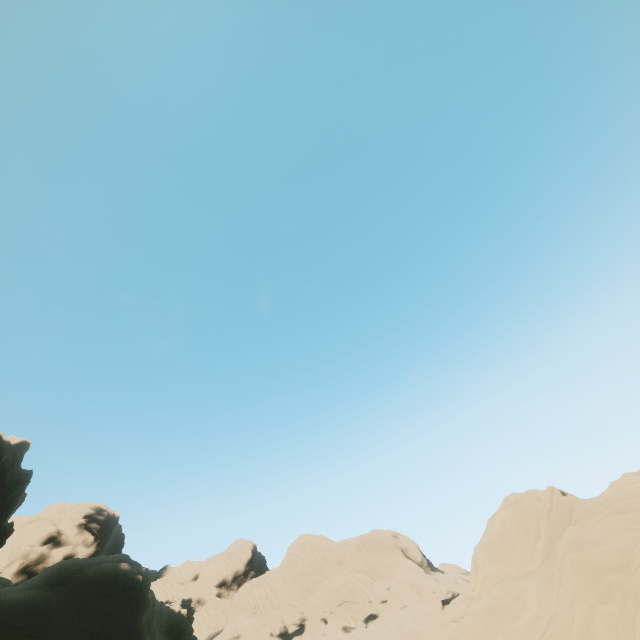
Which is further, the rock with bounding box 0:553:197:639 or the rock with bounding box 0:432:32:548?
the rock with bounding box 0:432:32:548

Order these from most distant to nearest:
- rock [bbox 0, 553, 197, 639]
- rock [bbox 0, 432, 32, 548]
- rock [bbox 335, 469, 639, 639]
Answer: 1. rock [bbox 0, 432, 32, 548]
2. rock [bbox 0, 553, 197, 639]
3. rock [bbox 335, 469, 639, 639]

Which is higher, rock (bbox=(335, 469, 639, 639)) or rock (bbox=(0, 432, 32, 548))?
rock (bbox=(0, 432, 32, 548))

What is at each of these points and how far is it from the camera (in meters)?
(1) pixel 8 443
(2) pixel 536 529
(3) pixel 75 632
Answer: (1) rock, 43.44
(2) rock, 19.61
(3) rock, 27.06

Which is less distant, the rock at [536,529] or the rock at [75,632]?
the rock at [536,529]
